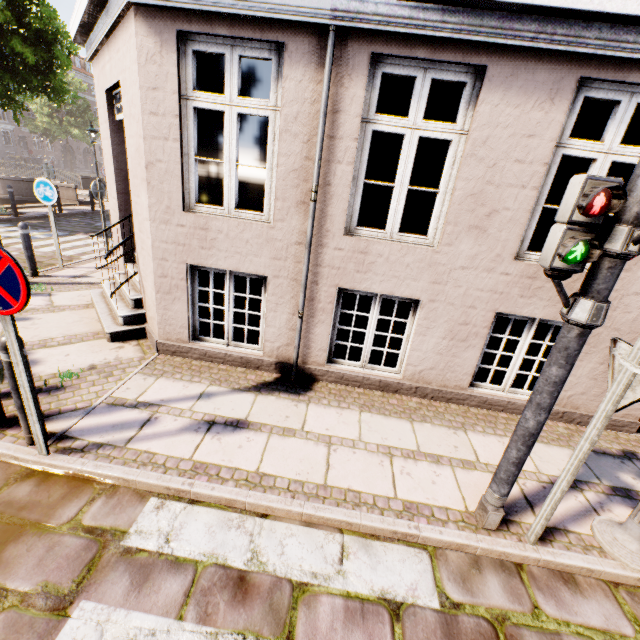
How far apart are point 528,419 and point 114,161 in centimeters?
670cm

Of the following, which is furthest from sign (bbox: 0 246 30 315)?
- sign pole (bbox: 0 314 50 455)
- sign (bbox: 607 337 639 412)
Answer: sign (bbox: 607 337 639 412)

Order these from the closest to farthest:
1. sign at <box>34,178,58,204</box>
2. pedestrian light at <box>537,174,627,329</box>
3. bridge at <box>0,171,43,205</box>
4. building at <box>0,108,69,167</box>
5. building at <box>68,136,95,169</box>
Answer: pedestrian light at <box>537,174,627,329</box> → sign at <box>34,178,58,204</box> → bridge at <box>0,171,43,205</box> → building at <box>0,108,69,167</box> → building at <box>68,136,95,169</box>

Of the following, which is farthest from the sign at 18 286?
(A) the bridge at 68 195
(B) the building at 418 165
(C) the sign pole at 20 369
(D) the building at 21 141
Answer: (D) the building at 21 141

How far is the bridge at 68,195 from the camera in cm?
1636

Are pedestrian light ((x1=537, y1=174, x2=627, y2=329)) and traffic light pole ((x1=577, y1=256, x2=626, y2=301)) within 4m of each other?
yes

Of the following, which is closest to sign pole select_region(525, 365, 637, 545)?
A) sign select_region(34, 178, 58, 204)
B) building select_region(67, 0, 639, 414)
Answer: building select_region(67, 0, 639, 414)

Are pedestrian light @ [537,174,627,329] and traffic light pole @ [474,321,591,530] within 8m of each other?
yes
